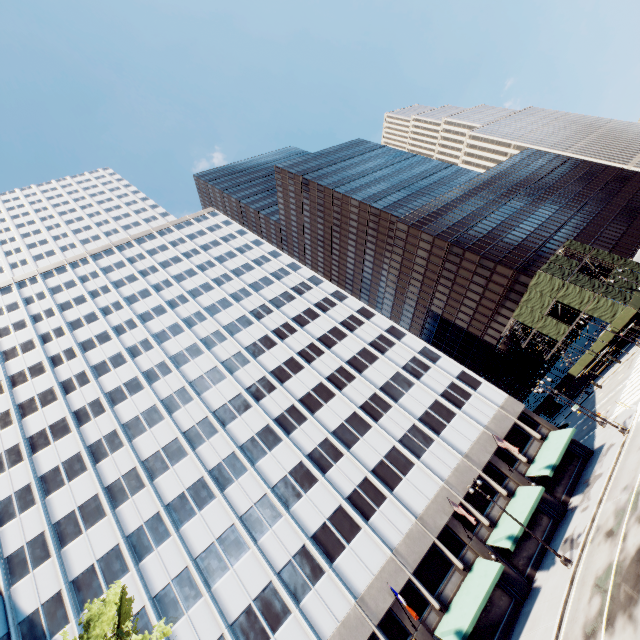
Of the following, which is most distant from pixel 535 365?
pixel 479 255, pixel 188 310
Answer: pixel 188 310

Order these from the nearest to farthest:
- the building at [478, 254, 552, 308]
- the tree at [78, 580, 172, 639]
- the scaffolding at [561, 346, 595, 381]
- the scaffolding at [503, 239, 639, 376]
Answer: the tree at [78, 580, 172, 639] → the scaffolding at [503, 239, 639, 376] → the scaffolding at [561, 346, 595, 381] → the building at [478, 254, 552, 308]

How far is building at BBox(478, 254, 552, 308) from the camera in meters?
56.5

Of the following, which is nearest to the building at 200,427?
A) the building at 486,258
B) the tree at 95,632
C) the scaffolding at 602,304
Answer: the tree at 95,632

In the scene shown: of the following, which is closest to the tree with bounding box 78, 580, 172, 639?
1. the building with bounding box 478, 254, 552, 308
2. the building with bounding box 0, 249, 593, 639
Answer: the building with bounding box 0, 249, 593, 639

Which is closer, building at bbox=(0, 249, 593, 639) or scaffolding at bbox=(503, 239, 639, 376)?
building at bbox=(0, 249, 593, 639)

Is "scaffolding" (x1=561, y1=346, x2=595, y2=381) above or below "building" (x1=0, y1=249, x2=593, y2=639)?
below

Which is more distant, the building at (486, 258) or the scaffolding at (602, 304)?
the building at (486, 258)
